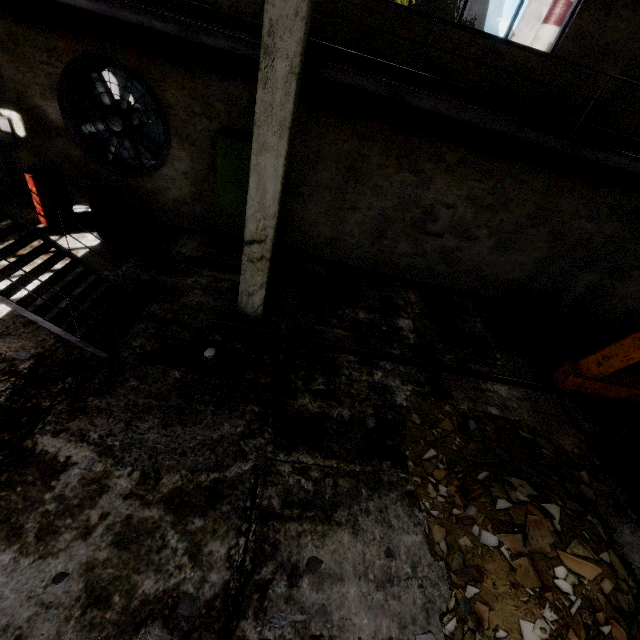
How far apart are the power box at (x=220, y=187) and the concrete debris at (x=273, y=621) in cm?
663

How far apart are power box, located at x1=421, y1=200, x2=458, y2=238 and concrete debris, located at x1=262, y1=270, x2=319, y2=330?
2.77m

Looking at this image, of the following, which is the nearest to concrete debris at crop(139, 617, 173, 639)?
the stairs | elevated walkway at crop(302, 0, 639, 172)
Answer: the stairs

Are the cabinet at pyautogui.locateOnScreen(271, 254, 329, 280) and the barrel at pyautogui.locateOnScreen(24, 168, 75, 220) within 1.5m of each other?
no

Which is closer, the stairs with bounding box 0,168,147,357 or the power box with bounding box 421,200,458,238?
the stairs with bounding box 0,168,147,357

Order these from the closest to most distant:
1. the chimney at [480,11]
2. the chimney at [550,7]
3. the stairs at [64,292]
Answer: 1. the stairs at [64,292]
2. the chimney at [480,11]
3. the chimney at [550,7]

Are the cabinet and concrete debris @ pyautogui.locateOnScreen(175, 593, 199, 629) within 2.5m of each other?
no

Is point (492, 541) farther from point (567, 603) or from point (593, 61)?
point (593, 61)
